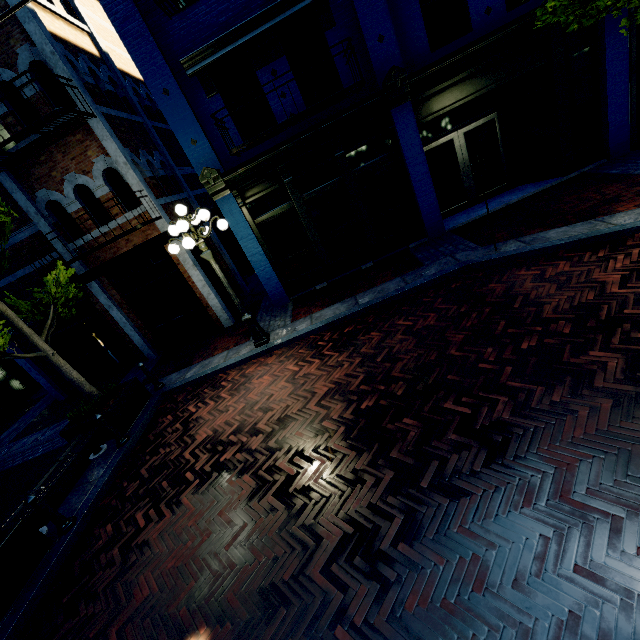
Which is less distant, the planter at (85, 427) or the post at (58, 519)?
the post at (58, 519)

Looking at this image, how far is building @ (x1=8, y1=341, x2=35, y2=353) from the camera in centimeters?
1070cm

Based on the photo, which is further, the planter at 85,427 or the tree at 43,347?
the planter at 85,427

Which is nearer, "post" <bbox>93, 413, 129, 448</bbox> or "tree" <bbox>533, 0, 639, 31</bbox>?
"tree" <bbox>533, 0, 639, 31</bbox>

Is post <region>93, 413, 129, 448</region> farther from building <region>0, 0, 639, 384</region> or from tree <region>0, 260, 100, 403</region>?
building <region>0, 0, 639, 384</region>

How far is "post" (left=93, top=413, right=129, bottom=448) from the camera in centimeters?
659cm

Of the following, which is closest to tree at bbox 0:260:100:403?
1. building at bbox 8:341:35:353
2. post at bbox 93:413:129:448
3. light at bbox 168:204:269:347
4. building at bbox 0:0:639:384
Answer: building at bbox 0:0:639:384

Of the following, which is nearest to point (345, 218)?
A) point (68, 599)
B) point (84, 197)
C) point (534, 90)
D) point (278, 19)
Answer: point (278, 19)
